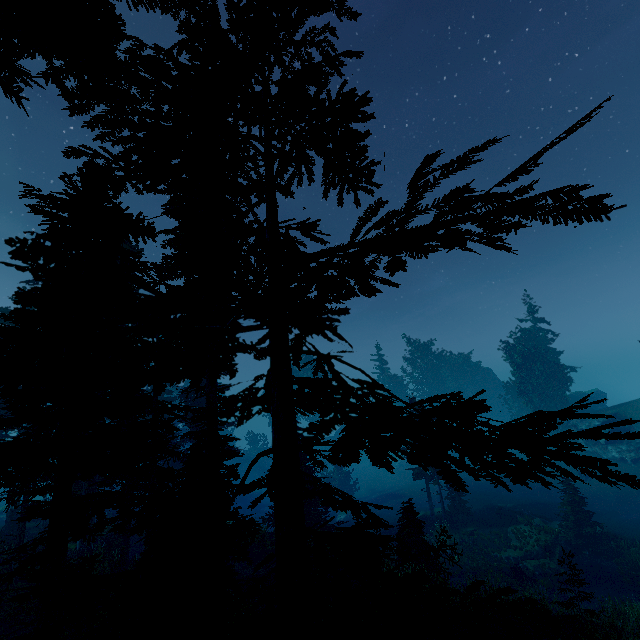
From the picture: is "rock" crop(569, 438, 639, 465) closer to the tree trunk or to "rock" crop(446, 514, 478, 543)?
"rock" crop(446, 514, 478, 543)

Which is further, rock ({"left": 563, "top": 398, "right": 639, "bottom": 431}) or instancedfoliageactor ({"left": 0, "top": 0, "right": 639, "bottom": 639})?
rock ({"left": 563, "top": 398, "right": 639, "bottom": 431})

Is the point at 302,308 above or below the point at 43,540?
Result: above

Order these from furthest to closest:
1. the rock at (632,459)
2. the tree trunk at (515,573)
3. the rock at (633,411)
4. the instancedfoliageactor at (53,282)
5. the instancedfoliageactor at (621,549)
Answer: the rock at (633,411), the rock at (632,459), the tree trunk at (515,573), the instancedfoliageactor at (621,549), the instancedfoliageactor at (53,282)

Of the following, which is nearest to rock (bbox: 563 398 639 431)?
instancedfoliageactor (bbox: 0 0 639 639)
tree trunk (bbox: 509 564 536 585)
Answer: instancedfoliageactor (bbox: 0 0 639 639)

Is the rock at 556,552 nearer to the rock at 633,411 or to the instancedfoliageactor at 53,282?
the instancedfoliageactor at 53,282

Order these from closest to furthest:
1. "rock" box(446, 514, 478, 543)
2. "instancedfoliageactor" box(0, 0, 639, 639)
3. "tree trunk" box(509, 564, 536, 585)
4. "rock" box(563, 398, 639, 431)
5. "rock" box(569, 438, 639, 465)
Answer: "instancedfoliageactor" box(0, 0, 639, 639) < "tree trunk" box(509, 564, 536, 585) < "rock" box(446, 514, 478, 543) < "rock" box(569, 438, 639, 465) < "rock" box(563, 398, 639, 431)

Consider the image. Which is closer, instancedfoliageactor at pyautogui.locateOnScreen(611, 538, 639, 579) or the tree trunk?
instancedfoliageactor at pyautogui.locateOnScreen(611, 538, 639, 579)
